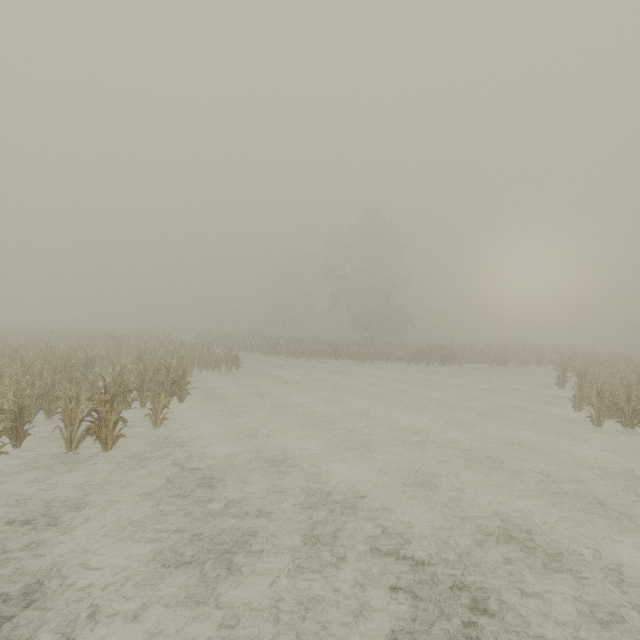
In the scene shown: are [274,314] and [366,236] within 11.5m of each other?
no
